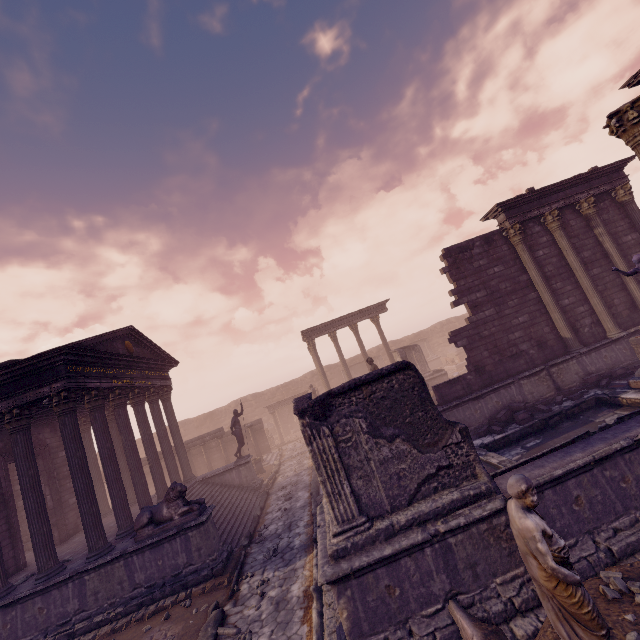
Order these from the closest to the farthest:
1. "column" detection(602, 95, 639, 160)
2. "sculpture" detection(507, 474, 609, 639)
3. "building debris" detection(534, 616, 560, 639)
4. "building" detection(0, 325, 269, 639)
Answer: "sculpture" detection(507, 474, 609, 639) < "building debris" detection(534, 616, 560, 639) < "column" detection(602, 95, 639, 160) < "building" detection(0, 325, 269, 639)

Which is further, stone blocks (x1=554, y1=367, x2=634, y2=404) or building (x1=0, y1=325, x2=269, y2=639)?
stone blocks (x1=554, y1=367, x2=634, y2=404)

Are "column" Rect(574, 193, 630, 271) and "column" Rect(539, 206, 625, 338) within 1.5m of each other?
yes

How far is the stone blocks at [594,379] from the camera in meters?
10.7 m

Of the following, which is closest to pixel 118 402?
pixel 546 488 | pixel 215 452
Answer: pixel 215 452

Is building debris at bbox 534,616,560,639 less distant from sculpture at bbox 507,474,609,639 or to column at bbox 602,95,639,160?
sculpture at bbox 507,474,609,639

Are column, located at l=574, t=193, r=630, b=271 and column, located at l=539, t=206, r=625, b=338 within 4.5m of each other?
yes

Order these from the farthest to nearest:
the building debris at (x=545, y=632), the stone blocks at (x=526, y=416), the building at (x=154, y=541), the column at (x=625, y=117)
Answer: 1. the stone blocks at (x=526, y=416)
2. the building at (x=154, y=541)
3. the column at (x=625, y=117)
4. the building debris at (x=545, y=632)
